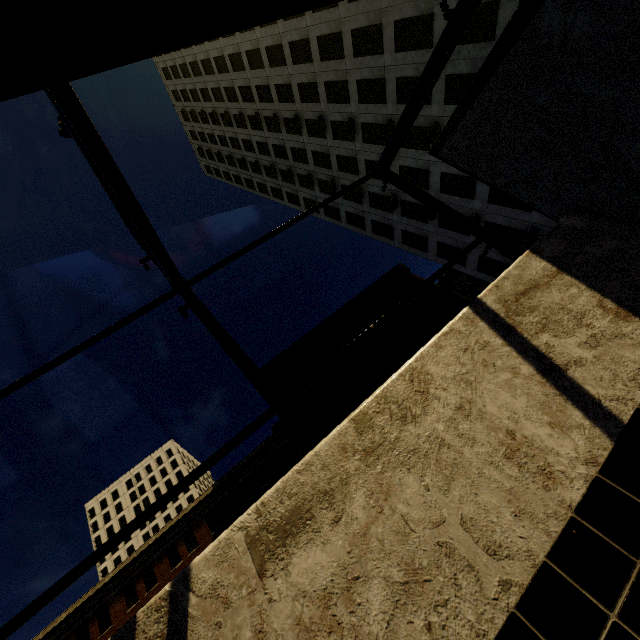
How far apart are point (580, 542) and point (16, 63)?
3.8 meters

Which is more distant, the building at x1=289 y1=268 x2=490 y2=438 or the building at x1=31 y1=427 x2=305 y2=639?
the building at x1=289 y1=268 x2=490 y2=438

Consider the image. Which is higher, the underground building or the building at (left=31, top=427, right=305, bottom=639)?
the building at (left=31, top=427, right=305, bottom=639)

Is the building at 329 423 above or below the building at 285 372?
below

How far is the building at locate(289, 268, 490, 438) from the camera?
36.0 meters

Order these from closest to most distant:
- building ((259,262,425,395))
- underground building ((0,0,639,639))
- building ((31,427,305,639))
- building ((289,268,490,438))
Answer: underground building ((0,0,639,639)) < building ((31,427,305,639)) < building ((289,268,490,438)) < building ((259,262,425,395))

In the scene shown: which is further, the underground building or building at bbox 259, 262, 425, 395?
building at bbox 259, 262, 425, 395

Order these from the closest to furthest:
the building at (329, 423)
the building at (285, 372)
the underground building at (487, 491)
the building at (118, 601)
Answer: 1. the underground building at (487, 491)
2. the building at (118, 601)
3. the building at (329, 423)
4. the building at (285, 372)
